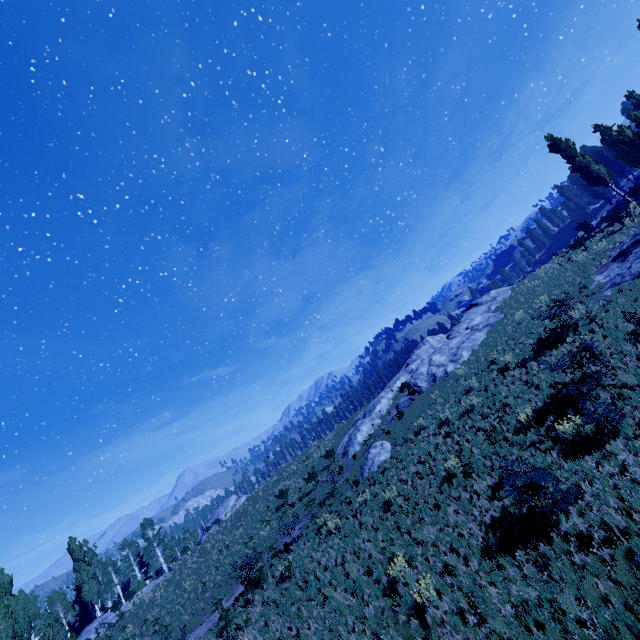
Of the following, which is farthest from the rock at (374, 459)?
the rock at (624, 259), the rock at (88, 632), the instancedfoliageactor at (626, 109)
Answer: → the rock at (88, 632)

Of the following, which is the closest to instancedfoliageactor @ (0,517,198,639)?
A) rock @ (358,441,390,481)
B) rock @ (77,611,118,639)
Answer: rock @ (77,611,118,639)

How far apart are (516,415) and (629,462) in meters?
5.9

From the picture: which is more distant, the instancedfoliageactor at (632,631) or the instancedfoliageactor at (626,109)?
the instancedfoliageactor at (626,109)

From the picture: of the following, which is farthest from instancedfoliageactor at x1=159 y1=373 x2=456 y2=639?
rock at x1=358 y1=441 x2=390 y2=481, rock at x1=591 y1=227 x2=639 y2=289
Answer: rock at x1=358 y1=441 x2=390 y2=481

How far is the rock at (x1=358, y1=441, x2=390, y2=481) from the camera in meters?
21.0

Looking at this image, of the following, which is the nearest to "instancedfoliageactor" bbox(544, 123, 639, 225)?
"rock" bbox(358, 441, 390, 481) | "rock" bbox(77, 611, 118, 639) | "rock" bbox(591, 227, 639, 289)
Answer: "rock" bbox(77, 611, 118, 639)

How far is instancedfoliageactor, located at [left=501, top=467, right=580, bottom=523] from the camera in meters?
8.7
